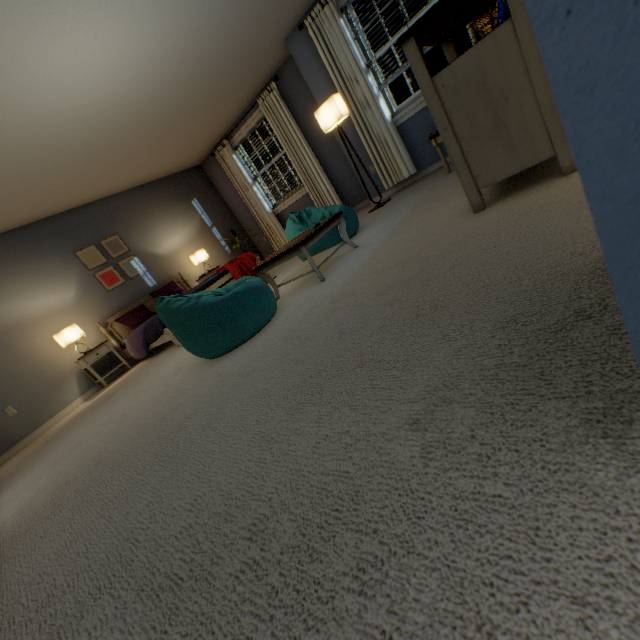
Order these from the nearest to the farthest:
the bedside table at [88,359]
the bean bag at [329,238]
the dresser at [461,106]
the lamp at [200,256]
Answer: the dresser at [461,106] < the bean bag at [329,238] < the bedside table at [88,359] < the lamp at [200,256]

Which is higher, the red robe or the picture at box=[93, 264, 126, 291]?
Result: the picture at box=[93, 264, 126, 291]

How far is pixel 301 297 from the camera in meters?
Result: 2.5 m

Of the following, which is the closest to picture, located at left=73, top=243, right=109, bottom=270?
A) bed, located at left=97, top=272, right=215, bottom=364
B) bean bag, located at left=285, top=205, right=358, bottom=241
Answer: bed, located at left=97, top=272, right=215, bottom=364

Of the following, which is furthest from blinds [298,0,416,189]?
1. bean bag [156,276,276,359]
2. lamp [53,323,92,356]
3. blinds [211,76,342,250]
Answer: lamp [53,323,92,356]

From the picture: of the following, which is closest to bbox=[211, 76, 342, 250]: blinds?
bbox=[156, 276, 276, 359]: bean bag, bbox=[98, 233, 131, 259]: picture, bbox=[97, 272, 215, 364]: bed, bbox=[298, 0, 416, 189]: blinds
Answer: bbox=[298, 0, 416, 189]: blinds

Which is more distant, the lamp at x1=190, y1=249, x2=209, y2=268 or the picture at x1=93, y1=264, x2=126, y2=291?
the lamp at x1=190, y1=249, x2=209, y2=268

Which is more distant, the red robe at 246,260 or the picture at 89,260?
the picture at 89,260
